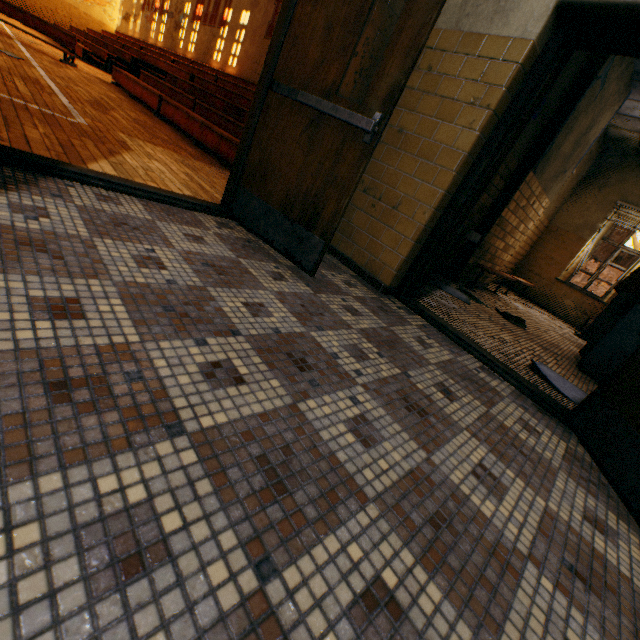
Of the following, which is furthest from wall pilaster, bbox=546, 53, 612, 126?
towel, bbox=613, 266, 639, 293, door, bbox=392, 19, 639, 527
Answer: door, bbox=392, 19, 639, 527

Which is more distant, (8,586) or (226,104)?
(226,104)

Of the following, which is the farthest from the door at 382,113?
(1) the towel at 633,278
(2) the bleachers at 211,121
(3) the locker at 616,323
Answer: (1) the towel at 633,278

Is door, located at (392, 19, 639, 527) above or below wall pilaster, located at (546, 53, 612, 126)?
below

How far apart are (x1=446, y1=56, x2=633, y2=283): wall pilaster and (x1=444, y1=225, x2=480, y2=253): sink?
0.85m

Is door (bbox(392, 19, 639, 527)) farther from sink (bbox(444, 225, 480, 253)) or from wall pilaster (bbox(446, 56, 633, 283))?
wall pilaster (bbox(446, 56, 633, 283))

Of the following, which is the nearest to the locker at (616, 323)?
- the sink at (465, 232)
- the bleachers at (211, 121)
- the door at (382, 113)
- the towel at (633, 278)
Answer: the towel at (633, 278)
